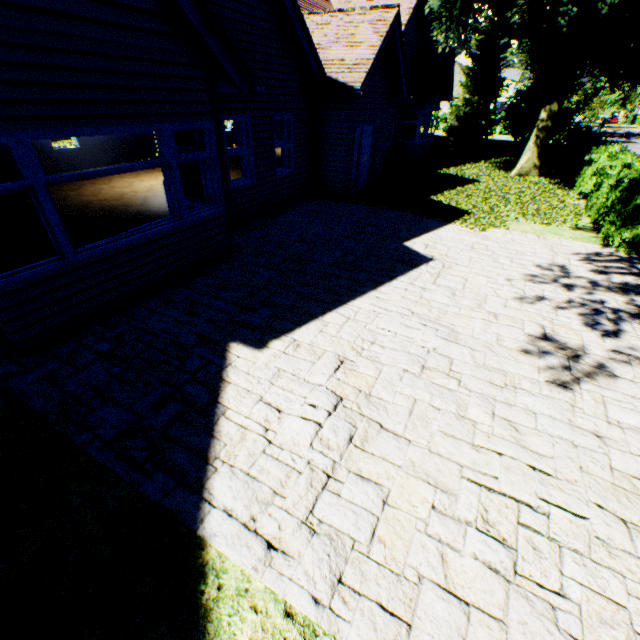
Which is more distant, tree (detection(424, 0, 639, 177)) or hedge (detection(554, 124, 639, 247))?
tree (detection(424, 0, 639, 177))

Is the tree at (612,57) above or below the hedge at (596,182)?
above

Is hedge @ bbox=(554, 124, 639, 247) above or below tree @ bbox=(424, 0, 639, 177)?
below

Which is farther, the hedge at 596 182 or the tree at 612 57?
the tree at 612 57

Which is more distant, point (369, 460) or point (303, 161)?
point (303, 161)
